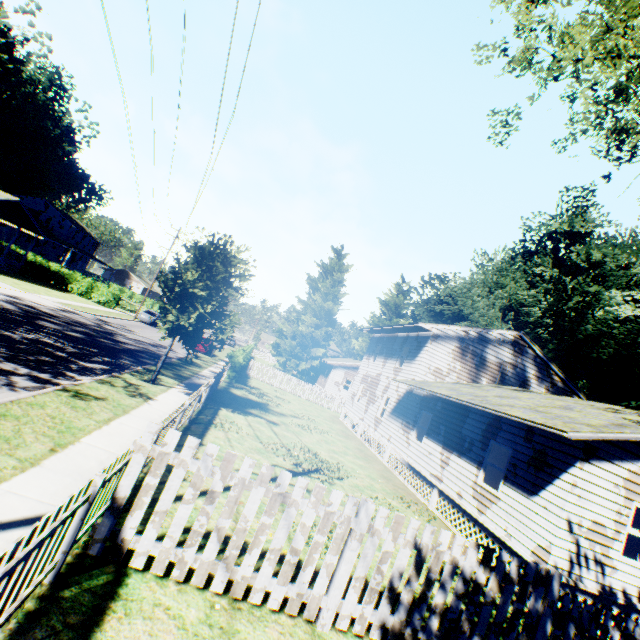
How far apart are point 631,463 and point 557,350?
35.8m

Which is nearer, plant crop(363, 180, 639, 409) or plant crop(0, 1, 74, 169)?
plant crop(363, 180, 639, 409)

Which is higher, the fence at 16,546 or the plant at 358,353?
the plant at 358,353

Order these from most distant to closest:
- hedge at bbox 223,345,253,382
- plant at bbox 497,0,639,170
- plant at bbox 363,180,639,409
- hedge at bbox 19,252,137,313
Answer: hedge at bbox 19,252,137,313, plant at bbox 363,180,639,409, hedge at bbox 223,345,253,382, plant at bbox 497,0,639,170

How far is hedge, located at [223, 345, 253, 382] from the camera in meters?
23.4 m

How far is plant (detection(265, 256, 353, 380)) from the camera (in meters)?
46.16

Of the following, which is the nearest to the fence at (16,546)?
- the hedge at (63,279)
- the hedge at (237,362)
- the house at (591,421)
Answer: the house at (591,421)

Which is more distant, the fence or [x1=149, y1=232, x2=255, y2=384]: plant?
[x1=149, y1=232, x2=255, y2=384]: plant
